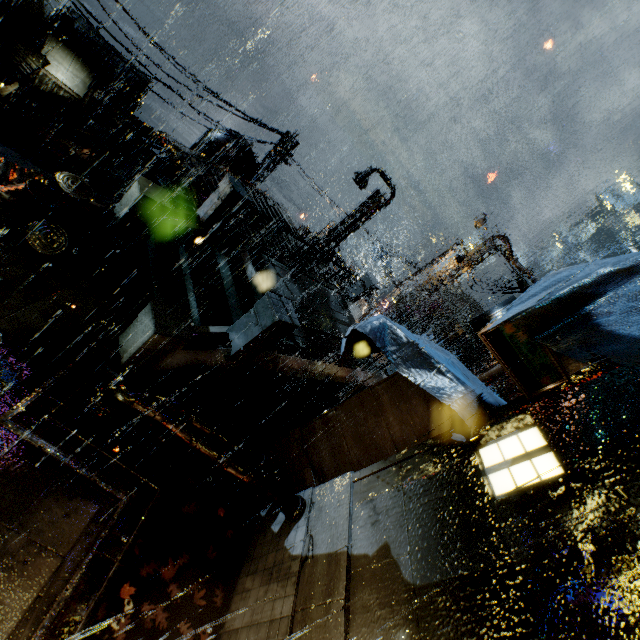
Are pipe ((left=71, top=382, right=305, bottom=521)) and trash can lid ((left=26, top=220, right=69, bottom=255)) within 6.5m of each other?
yes

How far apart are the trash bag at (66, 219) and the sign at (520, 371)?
8.9m

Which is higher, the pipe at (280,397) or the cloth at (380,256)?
the pipe at (280,397)

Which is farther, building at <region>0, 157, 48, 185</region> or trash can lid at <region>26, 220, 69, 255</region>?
building at <region>0, 157, 48, 185</region>

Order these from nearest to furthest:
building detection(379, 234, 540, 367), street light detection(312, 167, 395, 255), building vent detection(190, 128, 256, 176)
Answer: street light detection(312, 167, 395, 255), building detection(379, 234, 540, 367), building vent detection(190, 128, 256, 176)

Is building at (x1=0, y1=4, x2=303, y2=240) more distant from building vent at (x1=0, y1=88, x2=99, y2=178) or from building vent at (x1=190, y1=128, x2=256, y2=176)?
building vent at (x1=0, y1=88, x2=99, y2=178)

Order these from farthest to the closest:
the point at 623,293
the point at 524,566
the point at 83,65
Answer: the point at 83,65, the point at 524,566, the point at 623,293

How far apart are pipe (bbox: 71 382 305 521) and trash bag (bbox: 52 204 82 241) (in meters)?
3.87
